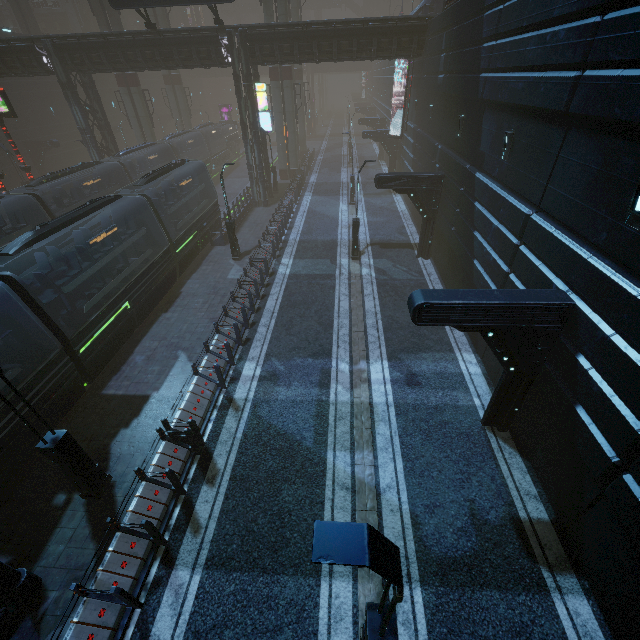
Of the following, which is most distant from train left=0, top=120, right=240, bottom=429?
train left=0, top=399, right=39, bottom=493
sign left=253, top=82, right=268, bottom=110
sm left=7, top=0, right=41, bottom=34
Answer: sm left=7, top=0, right=41, bottom=34

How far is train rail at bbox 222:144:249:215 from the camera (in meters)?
34.22

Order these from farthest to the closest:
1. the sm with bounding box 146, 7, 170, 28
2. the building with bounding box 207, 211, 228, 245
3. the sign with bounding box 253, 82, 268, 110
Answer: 1. the sm with bounding box 146, 7, 170, 28
2. the sign with bounding box 253, 82, 268, 110
3. the building with bounding box 207, 211, 228, 245

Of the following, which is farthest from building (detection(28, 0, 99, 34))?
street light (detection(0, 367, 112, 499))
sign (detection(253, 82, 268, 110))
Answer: street light (detection(0, 367, 112, 499))

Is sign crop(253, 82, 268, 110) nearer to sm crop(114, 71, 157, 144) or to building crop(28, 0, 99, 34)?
building crop(28, 0, 99, 34)

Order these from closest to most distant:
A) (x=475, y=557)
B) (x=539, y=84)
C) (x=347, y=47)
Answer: (x=475, y=557) → (x=539, y=84) → (x=347, y=47)

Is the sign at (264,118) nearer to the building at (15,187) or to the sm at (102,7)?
the building at (15,187)

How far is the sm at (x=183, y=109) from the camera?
40.1 meters
